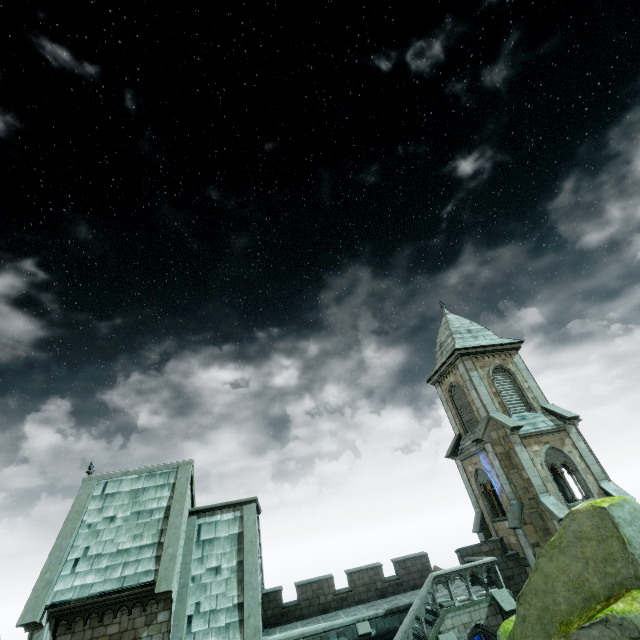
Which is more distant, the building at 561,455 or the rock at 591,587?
the building at 561,455

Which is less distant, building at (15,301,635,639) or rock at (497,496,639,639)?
rock at (497,496,639,639)

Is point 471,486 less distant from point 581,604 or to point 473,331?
point 473,331
